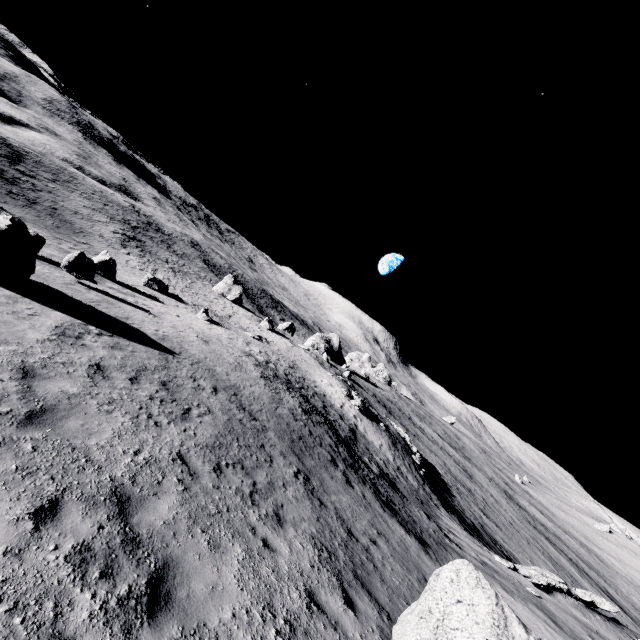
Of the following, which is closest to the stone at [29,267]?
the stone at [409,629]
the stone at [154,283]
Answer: the stone at [409,629]

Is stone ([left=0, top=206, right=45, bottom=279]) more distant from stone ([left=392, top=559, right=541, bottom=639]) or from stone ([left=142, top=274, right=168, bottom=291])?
stone ([left=142, top=274, right=168, bottom=291])

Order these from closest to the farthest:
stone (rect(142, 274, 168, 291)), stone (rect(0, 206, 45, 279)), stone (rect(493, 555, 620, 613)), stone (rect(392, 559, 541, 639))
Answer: stone (rect(392, 559, 541, 639))
stone (rect(0, 206, 45, 279))
stone (rect(493, 555, 620, 613))
stone (rect(142, 274, 168, 291))

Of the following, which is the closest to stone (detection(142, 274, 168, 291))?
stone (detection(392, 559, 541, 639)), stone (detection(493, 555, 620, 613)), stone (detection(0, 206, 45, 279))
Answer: stone (detection(0, 206, 45, 279))

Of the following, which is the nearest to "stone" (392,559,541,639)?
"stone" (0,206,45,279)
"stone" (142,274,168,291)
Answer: "stone" (0,206,45,279)

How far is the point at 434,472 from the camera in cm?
4459

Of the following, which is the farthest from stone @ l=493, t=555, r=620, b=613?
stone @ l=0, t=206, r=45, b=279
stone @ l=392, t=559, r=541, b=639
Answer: stone @ l=0, t=206, r=45, b=279

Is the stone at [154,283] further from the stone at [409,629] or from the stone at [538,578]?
the stone at [538,578]
